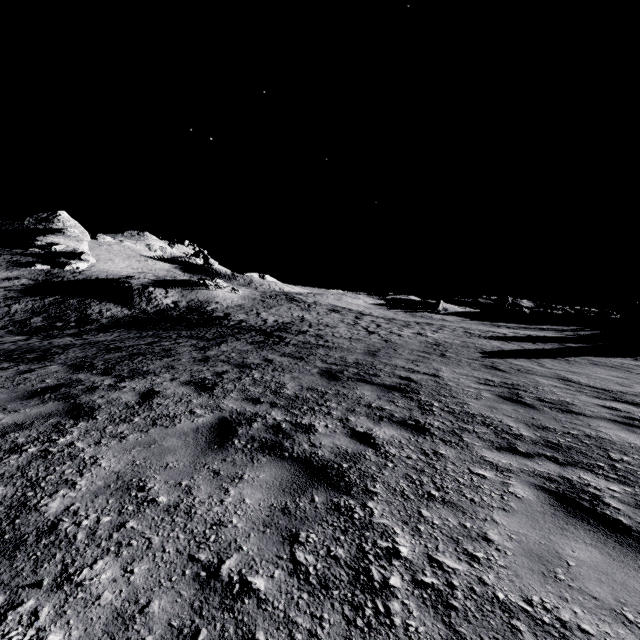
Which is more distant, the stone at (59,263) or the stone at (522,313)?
the stone at (522,313)

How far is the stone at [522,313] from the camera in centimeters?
5434cm

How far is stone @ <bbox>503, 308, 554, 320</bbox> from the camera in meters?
54.3

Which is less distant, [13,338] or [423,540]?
[423,540]

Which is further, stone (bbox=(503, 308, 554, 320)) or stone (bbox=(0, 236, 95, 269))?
A: stone (bbox=(503, 308, 554, 320))
